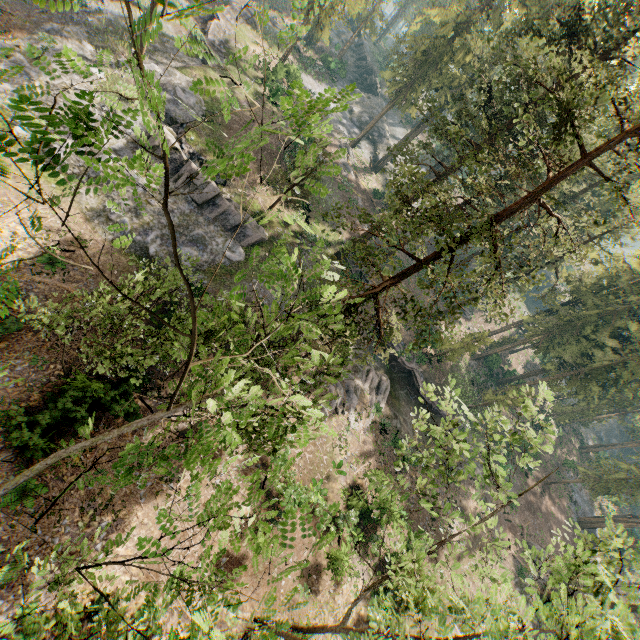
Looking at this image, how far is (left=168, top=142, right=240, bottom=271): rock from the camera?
25.69m

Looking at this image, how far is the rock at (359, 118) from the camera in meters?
55.5

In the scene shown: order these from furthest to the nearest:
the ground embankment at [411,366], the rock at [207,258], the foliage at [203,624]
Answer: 1. the ground embankment at [411,366]
2. the rock at [207,258]
3. the foliage at [203,624]

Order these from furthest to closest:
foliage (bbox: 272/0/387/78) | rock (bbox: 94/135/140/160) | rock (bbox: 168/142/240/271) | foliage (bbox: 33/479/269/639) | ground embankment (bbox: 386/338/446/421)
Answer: ground embankment (bbox: 386/338/446/421) → rock (bbox: 168/142/240/271) → rock (bbox: 94/135/140/160) → foliage (bbox: 33/479/269/639) → foliage (bbox: 272/0/387/78)

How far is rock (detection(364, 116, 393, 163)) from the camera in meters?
54.5

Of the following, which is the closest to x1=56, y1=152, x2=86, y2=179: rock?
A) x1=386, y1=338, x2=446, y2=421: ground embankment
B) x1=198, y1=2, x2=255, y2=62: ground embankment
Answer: x1=198, y1=2, x2=255, y2=62: ground embankment

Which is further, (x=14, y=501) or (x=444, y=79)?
(x=444, y=79)

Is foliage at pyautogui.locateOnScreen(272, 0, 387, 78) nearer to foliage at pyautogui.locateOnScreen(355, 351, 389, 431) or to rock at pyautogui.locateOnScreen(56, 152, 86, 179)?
rock at pyautogui.locateOnScreen(56, 152, 86, 179)
